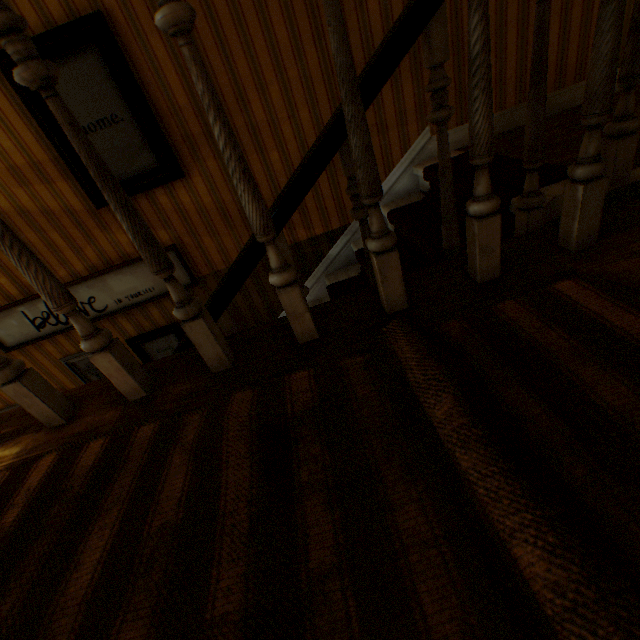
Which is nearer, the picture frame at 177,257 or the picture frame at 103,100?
the picture frame at 103,100

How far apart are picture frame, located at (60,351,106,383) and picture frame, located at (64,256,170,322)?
0.3m

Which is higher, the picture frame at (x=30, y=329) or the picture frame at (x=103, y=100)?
the picture frame at (x=103, y=100)

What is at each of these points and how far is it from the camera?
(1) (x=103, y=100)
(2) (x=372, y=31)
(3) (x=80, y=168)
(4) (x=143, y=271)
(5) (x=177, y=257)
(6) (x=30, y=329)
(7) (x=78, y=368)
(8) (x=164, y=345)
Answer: (1) picture frame, 2.2 meters
(2) building, 2.2 meters
(3) picture frame, 2.4 meters
(4) picture frame, 2.9 meters
(5) picture frame, 2.9 meters
(6) picture frame, 3.0 meters
(7) picture frame, 3.4 meters
(8) picture frame, 3.3 meters

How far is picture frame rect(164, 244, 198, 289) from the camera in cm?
281

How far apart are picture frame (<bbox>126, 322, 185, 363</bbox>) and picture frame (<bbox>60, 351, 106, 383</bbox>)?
0.3m

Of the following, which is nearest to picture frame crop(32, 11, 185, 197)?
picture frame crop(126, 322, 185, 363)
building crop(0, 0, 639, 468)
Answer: building crop(0, 0, 639, 468)
